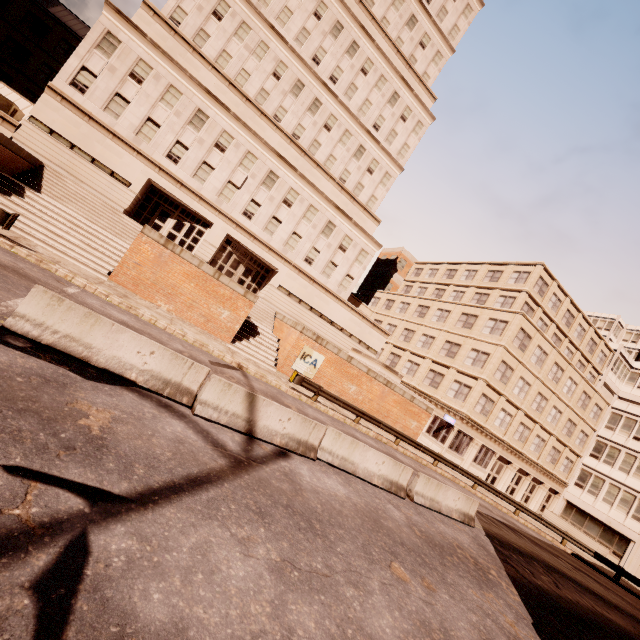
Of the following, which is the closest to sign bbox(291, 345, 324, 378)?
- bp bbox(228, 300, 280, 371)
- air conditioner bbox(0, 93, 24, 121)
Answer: bp bbox(228, 300, 280, 371)

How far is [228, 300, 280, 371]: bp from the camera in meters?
19.9

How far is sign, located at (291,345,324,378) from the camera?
21.0 meters

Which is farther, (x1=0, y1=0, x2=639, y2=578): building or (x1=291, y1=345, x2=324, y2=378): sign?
(x1=0, y1=0, x2=639, y2=578): building

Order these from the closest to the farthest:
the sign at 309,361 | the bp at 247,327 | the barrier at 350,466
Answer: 1. the barrier at 350,466
2. the bp at 247,327
3. the sign at 309,361

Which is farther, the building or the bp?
the building

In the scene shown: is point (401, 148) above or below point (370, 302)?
above

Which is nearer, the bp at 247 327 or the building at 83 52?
the bp at 247 327
